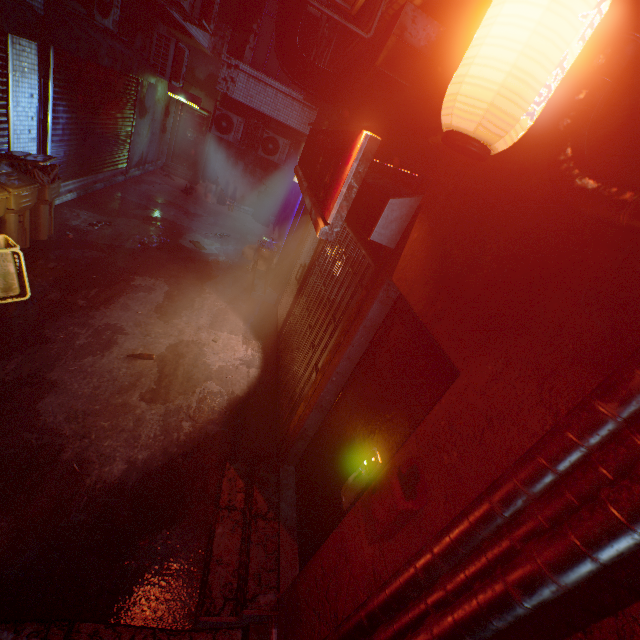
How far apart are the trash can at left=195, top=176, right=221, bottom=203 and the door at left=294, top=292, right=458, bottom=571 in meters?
9.5

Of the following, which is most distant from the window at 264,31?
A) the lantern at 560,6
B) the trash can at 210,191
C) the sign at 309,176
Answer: the lantern at 560,6

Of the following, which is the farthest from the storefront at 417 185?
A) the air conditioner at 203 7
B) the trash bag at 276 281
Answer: the air conditioner at 203 7

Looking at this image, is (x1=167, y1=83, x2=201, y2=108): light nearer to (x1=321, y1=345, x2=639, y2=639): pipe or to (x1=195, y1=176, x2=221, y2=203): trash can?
(x1=195, y1=176, x2=221, y2=203): trash can

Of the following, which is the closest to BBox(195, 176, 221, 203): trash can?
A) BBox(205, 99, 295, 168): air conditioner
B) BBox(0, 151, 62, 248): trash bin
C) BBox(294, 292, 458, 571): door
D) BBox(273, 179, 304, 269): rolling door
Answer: BBox(205, 99, 295, 168): air conditioner

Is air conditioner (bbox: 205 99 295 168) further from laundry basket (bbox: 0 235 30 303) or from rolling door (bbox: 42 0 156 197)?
laundry basket (bbox: 0 235 30 303)

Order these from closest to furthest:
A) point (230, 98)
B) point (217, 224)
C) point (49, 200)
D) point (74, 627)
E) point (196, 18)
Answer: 1. point (74, 627)
2. point (49, 200)
3. point (196, 18)
4. point (217, 224)
5. point (230, 98)

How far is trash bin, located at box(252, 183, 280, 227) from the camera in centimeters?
1030cm
